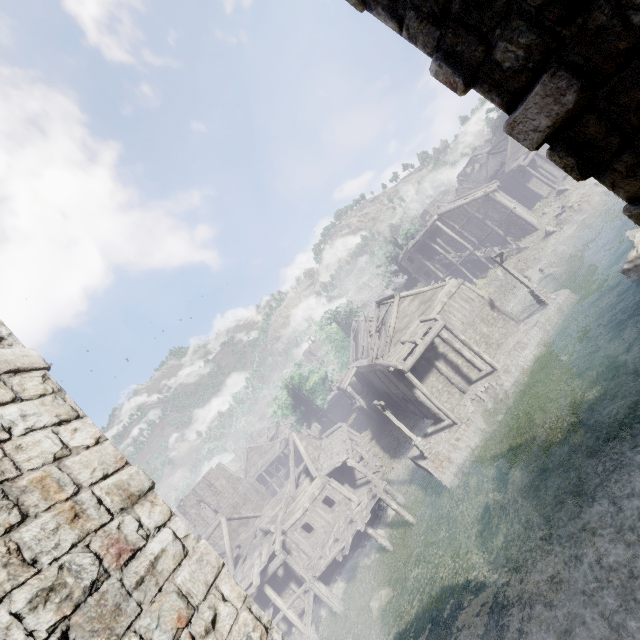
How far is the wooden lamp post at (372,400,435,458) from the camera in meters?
20.4

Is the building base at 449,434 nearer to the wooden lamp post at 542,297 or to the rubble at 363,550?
the wooden lamp post at 542,297

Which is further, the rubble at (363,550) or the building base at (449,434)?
the rubble at (363,550)

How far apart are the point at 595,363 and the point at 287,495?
23.7m

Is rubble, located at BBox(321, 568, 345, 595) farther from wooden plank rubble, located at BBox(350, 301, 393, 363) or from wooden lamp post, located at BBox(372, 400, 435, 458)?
wooden plank rubble, located at BBox(350, 301, 393, 363)

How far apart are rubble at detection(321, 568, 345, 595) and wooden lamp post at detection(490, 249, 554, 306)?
23.2m

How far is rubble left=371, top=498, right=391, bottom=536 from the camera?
21.8m

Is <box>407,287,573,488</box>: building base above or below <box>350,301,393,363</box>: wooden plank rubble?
below
